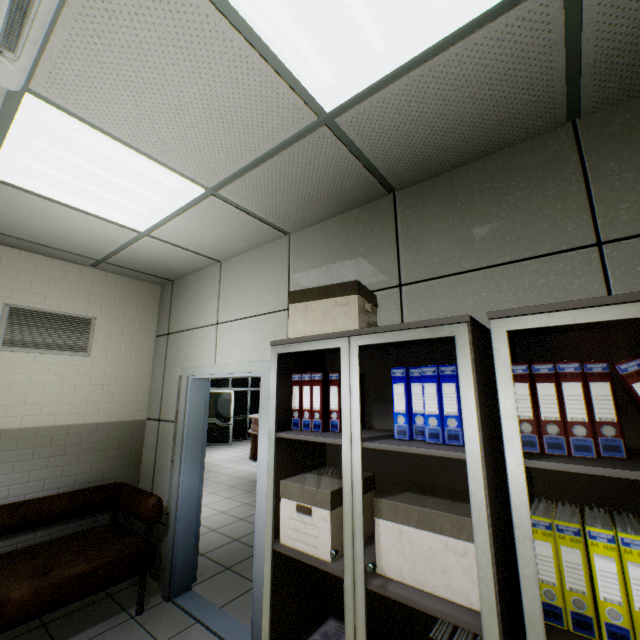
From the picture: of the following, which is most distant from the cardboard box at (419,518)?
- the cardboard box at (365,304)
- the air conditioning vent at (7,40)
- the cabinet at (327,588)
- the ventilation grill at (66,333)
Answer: the ventilation grill at (66,333)

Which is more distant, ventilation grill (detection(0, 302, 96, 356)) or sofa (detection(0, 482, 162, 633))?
ventilation grill (detection(0, 302, 96, 356))

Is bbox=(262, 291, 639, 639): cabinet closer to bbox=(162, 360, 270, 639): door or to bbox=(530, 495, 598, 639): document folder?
bbox=(530, 495, 598, 639): document folder

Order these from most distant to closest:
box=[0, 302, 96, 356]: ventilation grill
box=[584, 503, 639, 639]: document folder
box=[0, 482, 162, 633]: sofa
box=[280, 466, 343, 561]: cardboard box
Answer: box=[0, 302, 96, 356]: ventilation grill < box=[0, 482, 162, 633]: sofa < box=[280, 466, 343, 561]: cardboard box < box=[584, 503, 639, 639]: document folder

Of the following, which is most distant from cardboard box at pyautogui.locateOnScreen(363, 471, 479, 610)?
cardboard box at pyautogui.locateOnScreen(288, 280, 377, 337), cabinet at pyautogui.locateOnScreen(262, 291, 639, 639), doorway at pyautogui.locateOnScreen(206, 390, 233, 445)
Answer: doorway at pyautogui.locateOnScreen(206, 390, 233, 445)

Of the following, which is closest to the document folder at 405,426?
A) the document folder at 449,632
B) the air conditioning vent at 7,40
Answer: the document folder at 449,632

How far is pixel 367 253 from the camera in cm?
231

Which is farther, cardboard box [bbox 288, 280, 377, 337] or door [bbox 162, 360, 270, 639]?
door [bbox 162, 360, 270, 639]
